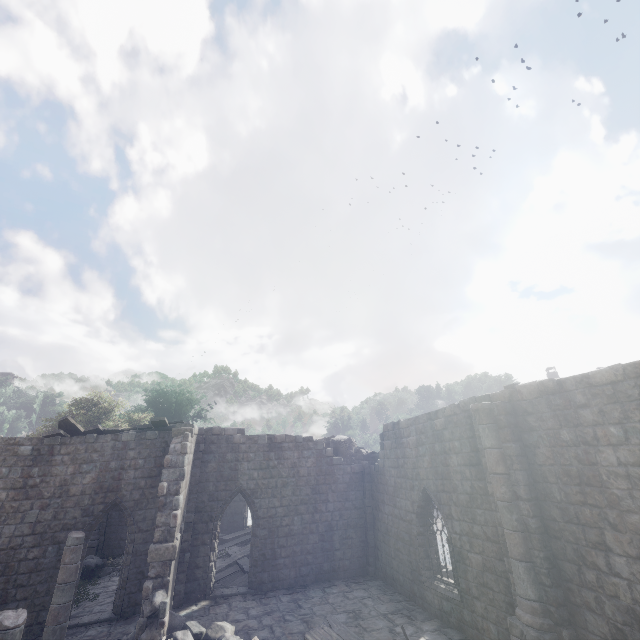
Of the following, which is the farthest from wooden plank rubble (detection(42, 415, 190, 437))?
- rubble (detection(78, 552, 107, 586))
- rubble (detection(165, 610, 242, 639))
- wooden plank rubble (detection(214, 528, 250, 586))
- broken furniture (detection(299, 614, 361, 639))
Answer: broken furniture (detection(299, 614, 361, 639))

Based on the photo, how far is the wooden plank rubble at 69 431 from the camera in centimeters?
1423cm

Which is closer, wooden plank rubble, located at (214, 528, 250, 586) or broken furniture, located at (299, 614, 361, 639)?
broken furniture, located at (299, 614, 361, 639)

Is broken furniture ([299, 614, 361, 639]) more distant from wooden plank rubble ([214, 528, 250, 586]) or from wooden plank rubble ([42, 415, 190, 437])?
wooden plank rubble ([42, 415, 190, 437])

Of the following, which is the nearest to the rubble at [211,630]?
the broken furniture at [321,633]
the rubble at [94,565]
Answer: the broken furniture at [321,633]

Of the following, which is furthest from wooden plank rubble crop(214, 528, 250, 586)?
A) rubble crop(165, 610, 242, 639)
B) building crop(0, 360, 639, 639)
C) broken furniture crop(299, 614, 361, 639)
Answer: broken furniture crop(299, 614, 361, 639)

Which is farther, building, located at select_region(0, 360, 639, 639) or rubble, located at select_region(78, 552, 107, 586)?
rubble, located at select_region(78, 552, 107, 586)

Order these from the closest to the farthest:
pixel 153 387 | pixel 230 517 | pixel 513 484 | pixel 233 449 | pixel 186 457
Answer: pixel 513 484, pixel 186 457, pixel 233 449, pixel 230 517, pixel 153 387
